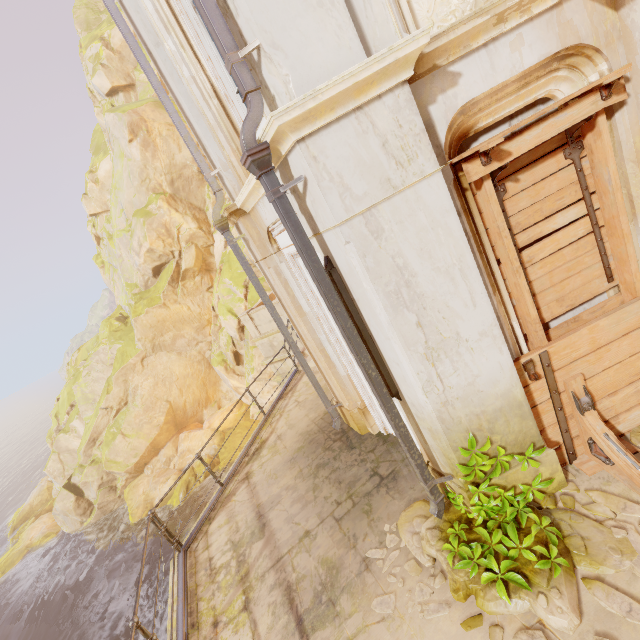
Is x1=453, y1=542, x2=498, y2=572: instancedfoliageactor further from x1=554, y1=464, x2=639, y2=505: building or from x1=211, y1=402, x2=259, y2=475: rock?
x1=211, y1=402, x2=259, y2=475: rock

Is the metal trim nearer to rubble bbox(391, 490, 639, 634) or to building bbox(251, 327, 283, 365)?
building bbox(251, 327, 283, 365)

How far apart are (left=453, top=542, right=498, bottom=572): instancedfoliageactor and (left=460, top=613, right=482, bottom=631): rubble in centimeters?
1cm

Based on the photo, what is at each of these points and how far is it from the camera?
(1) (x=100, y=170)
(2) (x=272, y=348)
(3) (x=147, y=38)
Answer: (1) rock, 30.3m
(2) building, 13.1m
(3) column, 4.5m

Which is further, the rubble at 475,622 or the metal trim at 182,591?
the metal trim at 182,591

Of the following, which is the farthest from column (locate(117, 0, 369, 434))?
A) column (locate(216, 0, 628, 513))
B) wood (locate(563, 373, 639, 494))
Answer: wood (locate(563, 373, 639, 494))

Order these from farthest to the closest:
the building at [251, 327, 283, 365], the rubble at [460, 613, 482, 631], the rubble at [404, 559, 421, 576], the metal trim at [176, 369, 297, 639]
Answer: the building at [251, 327, 283, 365]
the metal trim at [176, 369, 297, 639]
the rubble at [404, 559, 421, 576]
the rubble at [460, 613, 482, 631]

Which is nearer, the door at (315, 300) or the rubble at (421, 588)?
the rubble at (421, 588)
